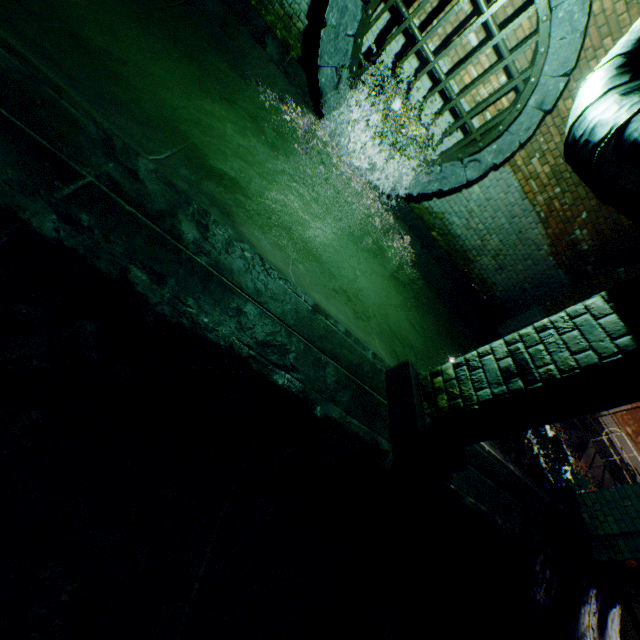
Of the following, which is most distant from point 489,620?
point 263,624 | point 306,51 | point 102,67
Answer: point 306,51

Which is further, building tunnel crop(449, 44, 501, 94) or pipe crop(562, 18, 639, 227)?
building tunnel crop(449, 44, 501, 94)

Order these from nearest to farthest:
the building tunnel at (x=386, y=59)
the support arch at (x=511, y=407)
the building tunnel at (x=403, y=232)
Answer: the building tunnel at (x=403, y=232) → the support arch at (x=511, y=407) → the building tunnel at (x=386, y=59)

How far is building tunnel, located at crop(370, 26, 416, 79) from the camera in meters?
4.6

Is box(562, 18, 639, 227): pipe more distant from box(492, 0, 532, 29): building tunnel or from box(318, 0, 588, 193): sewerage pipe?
box(318, 0, 588, 193): sewerage pipe

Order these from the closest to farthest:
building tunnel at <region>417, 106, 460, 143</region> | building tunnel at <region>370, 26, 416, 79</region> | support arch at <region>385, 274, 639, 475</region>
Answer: support arch at <region>385, 274, 639, 475</region>, building tunnel at <region>370, 26, 416, 79</region>, building tunnel at <region>417, 106, 460, 143</region>

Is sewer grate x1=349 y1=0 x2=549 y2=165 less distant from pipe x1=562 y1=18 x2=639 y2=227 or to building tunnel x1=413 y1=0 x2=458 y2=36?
building tunnel x1=413 y1=0 x2=458 y2=36

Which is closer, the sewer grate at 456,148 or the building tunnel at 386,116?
the sewer grate at 456,148
